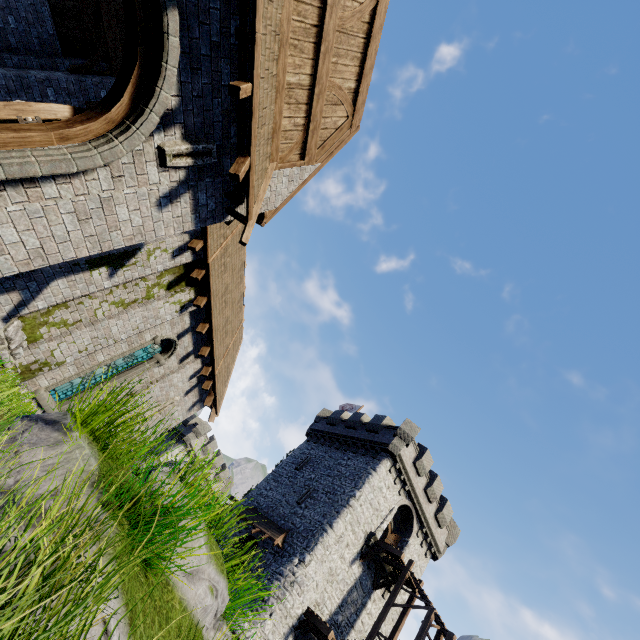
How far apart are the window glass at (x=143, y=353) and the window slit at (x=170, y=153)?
7.7m

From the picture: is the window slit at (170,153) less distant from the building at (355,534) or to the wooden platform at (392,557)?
the building at (355,534)

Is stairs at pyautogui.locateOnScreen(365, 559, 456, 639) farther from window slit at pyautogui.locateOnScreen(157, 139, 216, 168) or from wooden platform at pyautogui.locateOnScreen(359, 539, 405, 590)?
window slit at pyautogui.locateOnScreen(157, 139, 216, 168)

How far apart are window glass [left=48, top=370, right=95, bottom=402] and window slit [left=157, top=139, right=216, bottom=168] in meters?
7.7 m

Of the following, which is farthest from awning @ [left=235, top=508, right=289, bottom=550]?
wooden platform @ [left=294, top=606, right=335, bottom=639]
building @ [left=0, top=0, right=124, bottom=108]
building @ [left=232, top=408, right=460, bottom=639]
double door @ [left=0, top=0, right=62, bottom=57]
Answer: double door @ [left=0, top=0, right=62, bottom=57]

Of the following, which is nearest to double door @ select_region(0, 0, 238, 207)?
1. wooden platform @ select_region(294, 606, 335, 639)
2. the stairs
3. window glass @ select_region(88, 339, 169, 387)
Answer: window glass @ select_region(88, 339, 169, 387)

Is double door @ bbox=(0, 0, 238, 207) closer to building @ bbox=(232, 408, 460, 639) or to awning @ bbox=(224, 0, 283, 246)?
awning @ bbox=(224, 0, 283, 246)

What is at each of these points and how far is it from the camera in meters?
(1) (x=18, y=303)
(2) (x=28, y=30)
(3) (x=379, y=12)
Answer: (1) building, 7.5 m
(2) double door, 10.9 m
(3) building, 7.0 m
